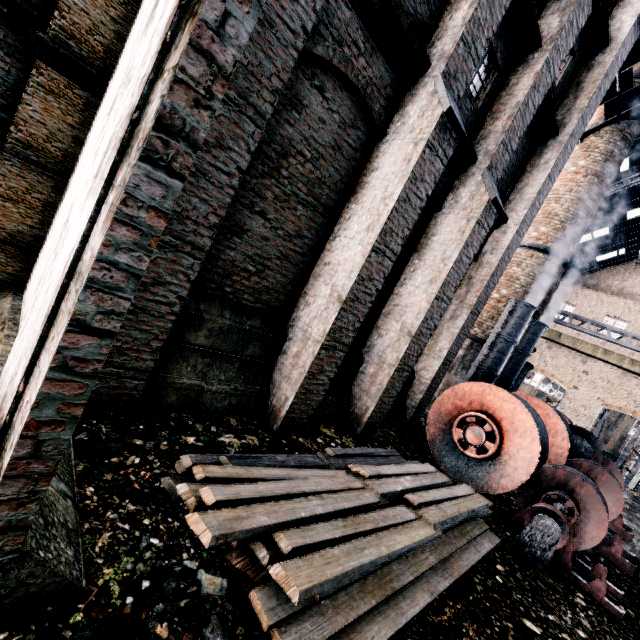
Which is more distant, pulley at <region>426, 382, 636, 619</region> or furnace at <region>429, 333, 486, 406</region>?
furnace at <region>429, 333, 486, 406</region>

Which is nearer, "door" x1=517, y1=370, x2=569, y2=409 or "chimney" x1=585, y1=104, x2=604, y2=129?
"chimney" x1=585, y1=104, x2=604, y2=129

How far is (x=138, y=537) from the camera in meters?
3.3

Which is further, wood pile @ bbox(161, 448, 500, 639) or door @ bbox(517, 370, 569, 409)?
door @ bbox(517, 370, 569, 409)

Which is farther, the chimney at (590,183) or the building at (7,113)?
the chimney at (590,183)

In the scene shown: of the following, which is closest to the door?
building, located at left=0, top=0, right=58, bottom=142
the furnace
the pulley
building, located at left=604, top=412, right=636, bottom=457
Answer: building, located at left=0, top=0, right=58, bottom=142

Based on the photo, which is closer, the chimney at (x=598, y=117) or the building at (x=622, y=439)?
the chimney at (x=598, y=117)

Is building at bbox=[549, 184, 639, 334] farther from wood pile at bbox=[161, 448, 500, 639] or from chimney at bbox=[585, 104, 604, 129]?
wood pile at bbox=[161, 448, 500, 639]
